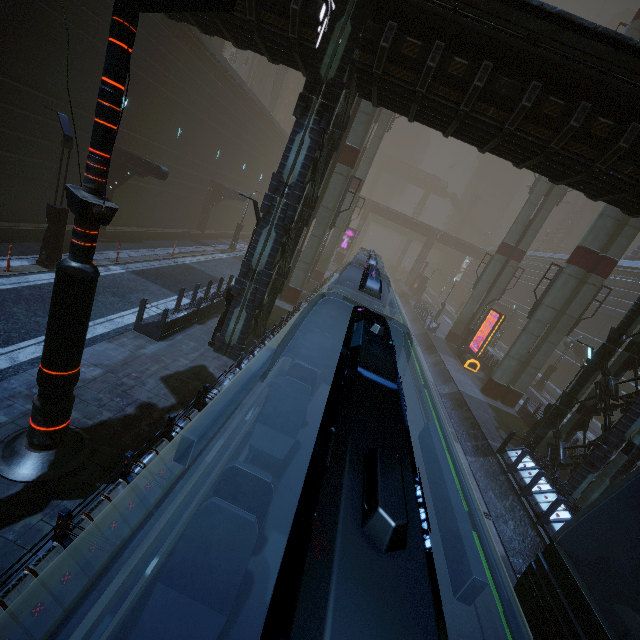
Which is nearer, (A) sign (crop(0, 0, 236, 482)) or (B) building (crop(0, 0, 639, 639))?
(A) sign (crop(0, 0, 236, 482))

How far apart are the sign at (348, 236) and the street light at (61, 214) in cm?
3736

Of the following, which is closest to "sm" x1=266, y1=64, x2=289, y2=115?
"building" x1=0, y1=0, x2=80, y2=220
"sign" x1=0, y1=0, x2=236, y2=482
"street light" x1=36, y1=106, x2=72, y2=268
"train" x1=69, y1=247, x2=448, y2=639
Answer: "building" x1=0, y1=0, x2=80, y2=220

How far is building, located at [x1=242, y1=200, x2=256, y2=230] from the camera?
40.94m

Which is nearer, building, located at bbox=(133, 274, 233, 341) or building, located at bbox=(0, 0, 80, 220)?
building, located at bbox=(133, 274, 233, 341)

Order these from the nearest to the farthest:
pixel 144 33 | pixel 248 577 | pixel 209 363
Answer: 1. pixel 248 577
2. pixel 209 363
3. pixel 144 33

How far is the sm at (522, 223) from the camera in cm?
2658
